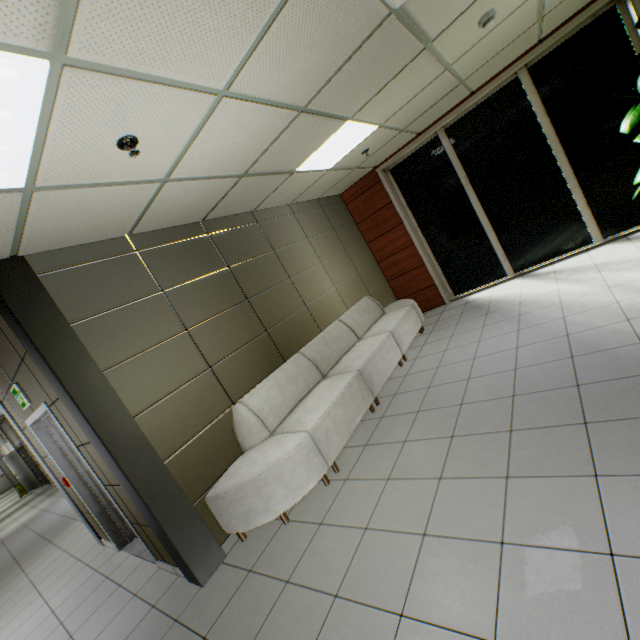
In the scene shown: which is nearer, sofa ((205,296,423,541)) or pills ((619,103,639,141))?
sofa ((205,296,423,541))

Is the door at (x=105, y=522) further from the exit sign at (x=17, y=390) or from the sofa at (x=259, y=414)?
the sofa at (x=259, y=414)

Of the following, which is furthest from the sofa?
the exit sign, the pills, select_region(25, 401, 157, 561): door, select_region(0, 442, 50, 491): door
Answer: select_region(0, 442, 50, 491): door

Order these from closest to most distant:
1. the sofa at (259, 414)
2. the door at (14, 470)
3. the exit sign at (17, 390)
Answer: the sofa at (259, 414), the exit sign at (17, 390), the door at (14, 470)

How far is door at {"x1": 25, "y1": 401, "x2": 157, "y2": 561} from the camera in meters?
3.4

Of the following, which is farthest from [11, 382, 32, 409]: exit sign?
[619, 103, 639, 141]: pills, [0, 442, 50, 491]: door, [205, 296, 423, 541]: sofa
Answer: [0, 442, 50, 491]: door

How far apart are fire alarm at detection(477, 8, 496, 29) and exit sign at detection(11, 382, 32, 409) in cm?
621

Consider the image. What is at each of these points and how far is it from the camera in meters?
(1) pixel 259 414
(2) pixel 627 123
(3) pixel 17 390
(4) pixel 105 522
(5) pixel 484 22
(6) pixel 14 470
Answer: (1) sofa, 3.6
(2) pills, 3.9
(3) exit sign, 3.6
(4) door, 4.4
(5) fire alarm, 3.2
(6) door, 14.9
